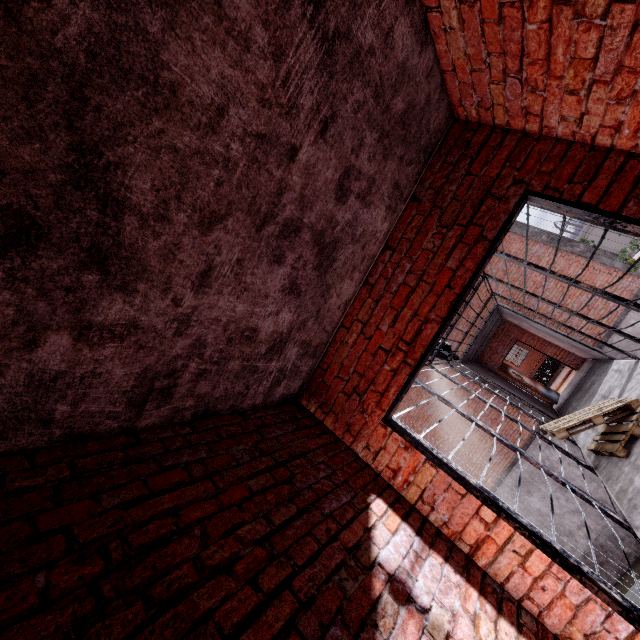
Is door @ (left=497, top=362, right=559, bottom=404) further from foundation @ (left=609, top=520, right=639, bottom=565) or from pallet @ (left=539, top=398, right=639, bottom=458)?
pallet @ (left=539, top=398, right=639, bottom=458)

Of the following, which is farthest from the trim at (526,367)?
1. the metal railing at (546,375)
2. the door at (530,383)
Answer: the door at (530,383)

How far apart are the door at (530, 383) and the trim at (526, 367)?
16.1m

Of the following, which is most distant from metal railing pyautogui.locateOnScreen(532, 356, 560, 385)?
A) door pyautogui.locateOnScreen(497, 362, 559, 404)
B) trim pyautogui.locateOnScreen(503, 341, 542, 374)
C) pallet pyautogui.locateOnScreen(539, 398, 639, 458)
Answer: pallet pyautogui.locateOnScreen(539, 398, 639, 458)

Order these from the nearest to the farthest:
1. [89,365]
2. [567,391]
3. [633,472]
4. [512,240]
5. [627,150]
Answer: [89,365]
[627,150]
[633,472]
[567,391]
[512,240]

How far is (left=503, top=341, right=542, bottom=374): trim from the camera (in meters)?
25.41

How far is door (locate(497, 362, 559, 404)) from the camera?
11.2 meters

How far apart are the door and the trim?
16.1 meters
